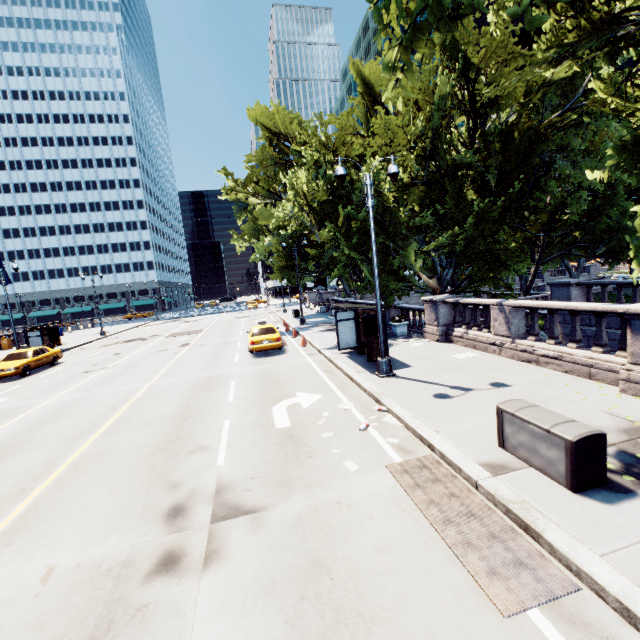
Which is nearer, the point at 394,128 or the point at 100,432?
the point at 100,432

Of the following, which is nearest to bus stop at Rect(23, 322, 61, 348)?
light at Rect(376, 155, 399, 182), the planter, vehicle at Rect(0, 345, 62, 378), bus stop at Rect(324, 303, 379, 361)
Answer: vehicle at Rect(0, 345, 62, 378)

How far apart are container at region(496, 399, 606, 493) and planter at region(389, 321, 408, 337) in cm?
1139

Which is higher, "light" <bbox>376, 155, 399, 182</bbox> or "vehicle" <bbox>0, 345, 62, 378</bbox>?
"light" <bbox>376, 155, 399, 182</bbox>

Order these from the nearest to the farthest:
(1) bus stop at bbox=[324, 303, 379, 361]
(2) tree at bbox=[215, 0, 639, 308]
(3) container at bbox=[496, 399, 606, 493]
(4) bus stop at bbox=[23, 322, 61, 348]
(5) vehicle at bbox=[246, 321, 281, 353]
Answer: (3) container at bbox=[496, 399, 606, 493]
(2) tree at bbox=[215, 0, 639, 308]
(1) bus stop at bbox=[324, 303, 379, 361]
(5) vehicle at bbox=[246, 321, 281, 353]
(4) bus stop at bbox=[23, 322, 61, 348]

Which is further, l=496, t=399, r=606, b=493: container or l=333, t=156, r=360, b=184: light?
l=333, t=156, r=360, b=184: light

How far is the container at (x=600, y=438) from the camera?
4.79m

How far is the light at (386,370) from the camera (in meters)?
10.78
